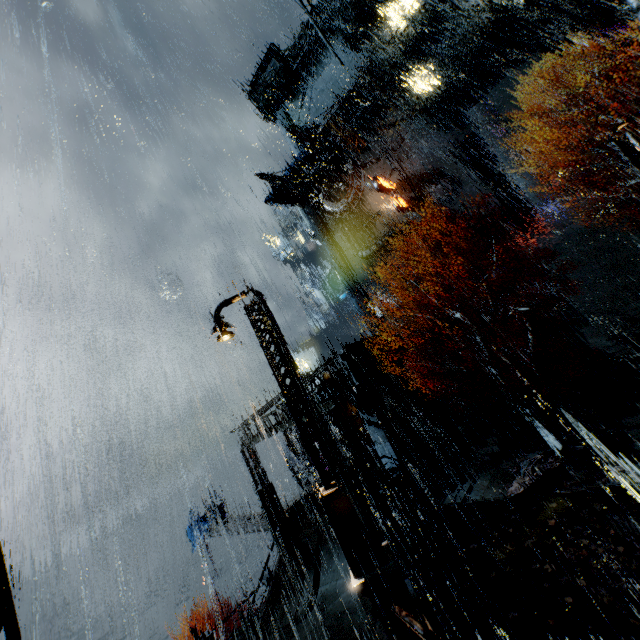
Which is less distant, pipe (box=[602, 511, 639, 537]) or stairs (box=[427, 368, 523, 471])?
pipe (box=[602, 511, 639, 537])

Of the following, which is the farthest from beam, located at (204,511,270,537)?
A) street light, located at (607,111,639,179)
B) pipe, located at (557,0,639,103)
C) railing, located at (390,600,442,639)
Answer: pipe, located at (557,0,639,103)

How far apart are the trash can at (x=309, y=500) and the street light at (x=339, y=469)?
16.1m

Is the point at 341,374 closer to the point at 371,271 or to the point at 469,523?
the point at 469,523

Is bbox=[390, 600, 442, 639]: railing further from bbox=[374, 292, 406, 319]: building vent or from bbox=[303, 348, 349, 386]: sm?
bbox=[374, 292, 406, 319]: building vent

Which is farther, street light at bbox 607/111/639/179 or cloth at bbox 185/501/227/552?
cloth at bbox 185/501/227/552

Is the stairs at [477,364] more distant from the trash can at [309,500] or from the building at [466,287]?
the trash can at [309,500]

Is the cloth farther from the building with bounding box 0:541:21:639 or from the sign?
the sign
